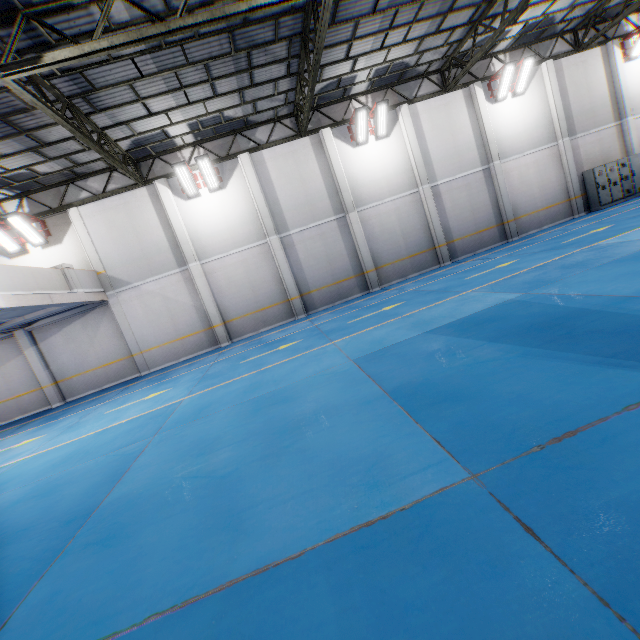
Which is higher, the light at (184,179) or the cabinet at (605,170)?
the light at (184,179)

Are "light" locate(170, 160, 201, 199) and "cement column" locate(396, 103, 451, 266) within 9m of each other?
no

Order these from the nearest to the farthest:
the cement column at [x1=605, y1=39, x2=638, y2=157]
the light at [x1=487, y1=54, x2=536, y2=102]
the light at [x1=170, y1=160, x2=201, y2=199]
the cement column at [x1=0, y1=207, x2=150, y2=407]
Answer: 1. the light at [x1=170, y1=160, x2=201, y2=199]
2. the cement column at [x1=0, y1=207, x2=150, y2=407]
3. the light at [x1=487, y1=54, x2=536, y2=102]
4. the cement column at [x1=605, y1=39, x2=638, y2=157]

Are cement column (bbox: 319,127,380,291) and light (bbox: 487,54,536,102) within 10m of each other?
yes

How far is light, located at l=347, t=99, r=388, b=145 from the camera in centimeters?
1430cm

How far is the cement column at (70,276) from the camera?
12.25m

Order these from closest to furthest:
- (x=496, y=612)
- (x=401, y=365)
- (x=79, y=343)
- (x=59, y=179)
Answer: (x=496, y=612) → (x=401, y=365) → (x=59, y=179) → (x=79, y=343)

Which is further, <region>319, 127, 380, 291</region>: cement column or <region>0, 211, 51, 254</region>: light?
<region>319, 127, 380, 291</region>: cement column
